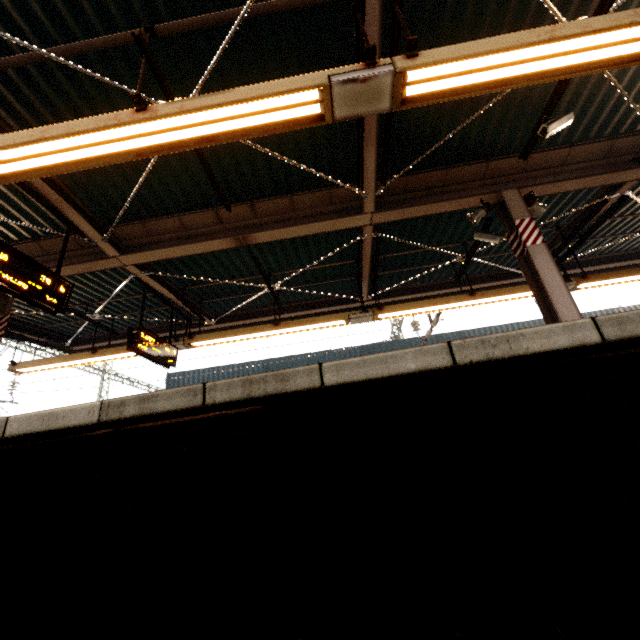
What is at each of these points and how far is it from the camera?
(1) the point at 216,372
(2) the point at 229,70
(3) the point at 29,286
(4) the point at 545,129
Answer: (1) awning structure, 15.05m
(2) awning structure, 4.08m
(3) sign, 4.37m
(4) window, 4.45m

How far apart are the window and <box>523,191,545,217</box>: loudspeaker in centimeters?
124cm

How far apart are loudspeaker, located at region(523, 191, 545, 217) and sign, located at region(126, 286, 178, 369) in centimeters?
772cm

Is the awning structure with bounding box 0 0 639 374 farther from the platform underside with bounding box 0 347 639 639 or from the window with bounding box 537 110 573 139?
the platform underside with bounding box 0 347 639 639

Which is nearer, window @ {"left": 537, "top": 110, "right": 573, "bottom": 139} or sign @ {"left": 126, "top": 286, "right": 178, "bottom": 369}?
window @ {"left": 537, "top": 110, "right": 573, "bottom": 139}

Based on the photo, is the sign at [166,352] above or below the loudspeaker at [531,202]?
below

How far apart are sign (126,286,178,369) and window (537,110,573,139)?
7.6 meters

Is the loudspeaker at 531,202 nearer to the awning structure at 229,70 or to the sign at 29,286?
the awning structure at 229,70
